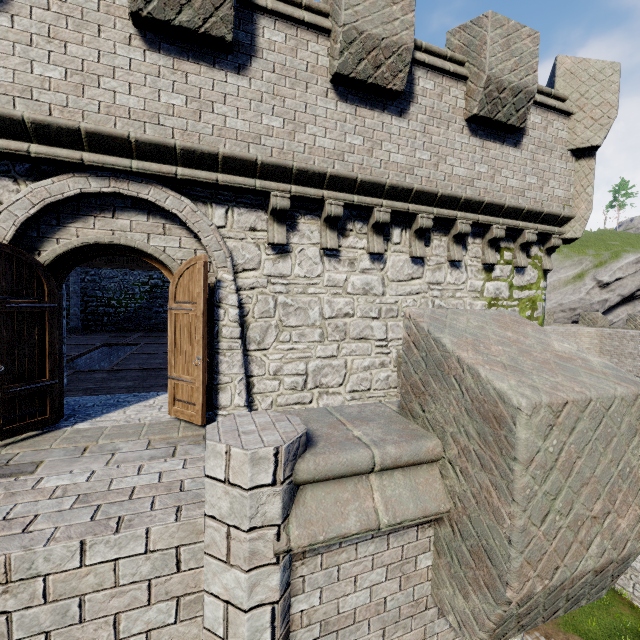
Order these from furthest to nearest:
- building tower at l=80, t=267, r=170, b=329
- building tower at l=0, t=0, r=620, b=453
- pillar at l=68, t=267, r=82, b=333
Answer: building tower at l=80, t=267, r=170, b=329 < pillar at l=68, t=267, r=82, b=333 < building tower at l=0, t=0, r=620, b=453

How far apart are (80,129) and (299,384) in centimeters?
510cm

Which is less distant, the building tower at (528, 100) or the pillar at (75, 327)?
the building tower at (528, 100)

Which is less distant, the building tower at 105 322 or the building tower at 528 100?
the building tower at 528 100

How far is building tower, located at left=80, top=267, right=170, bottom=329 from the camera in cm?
1998

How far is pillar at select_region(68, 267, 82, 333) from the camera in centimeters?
1756cm

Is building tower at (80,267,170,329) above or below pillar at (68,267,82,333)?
above
